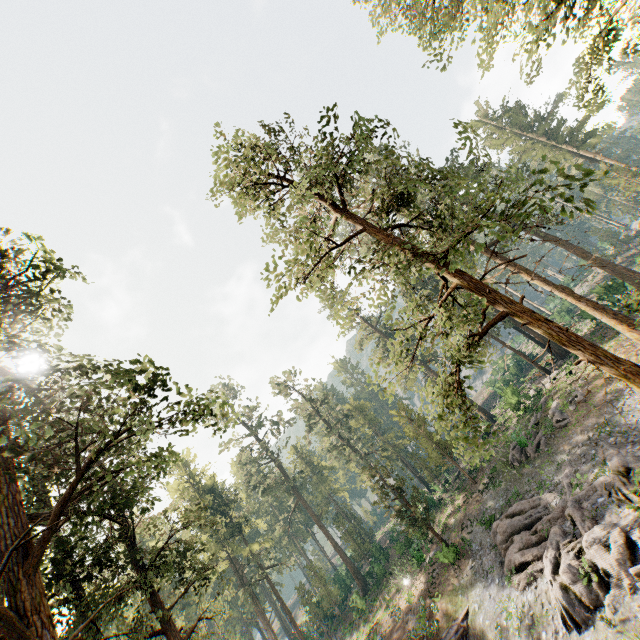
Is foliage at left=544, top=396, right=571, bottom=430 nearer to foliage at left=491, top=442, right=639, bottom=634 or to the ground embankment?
foliage at left=491, top=442, right=639, bottom=634

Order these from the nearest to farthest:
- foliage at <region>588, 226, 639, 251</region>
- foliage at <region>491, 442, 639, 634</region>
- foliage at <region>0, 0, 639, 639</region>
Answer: foliage at <region>0, 0, 639, 639</region> < foliage at <region>491, 442, 639, 634</region> < foliage at <region>588, 226, 639, 251</region>

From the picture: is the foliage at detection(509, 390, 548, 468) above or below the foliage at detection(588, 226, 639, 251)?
below

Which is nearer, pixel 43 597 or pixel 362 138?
pixel 43 597

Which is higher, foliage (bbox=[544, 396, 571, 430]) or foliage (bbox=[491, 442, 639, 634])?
foliage (bbox=[544, 396, 571, 430])

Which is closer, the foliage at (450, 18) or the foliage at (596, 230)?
the foliage at (450, 18)
